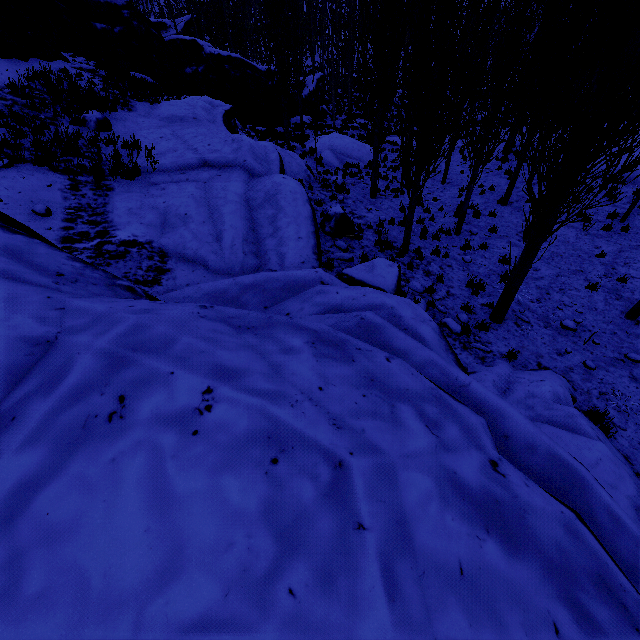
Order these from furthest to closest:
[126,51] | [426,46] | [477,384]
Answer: [126,51] → [426,46] → [477,384]

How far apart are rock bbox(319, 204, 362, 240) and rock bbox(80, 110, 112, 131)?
7.4m

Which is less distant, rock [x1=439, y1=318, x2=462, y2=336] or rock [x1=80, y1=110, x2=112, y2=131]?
rock [x1=439, y1=318, x2=462, y2=336]

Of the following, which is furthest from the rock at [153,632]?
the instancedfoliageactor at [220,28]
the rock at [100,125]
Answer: the rock at [100,125]

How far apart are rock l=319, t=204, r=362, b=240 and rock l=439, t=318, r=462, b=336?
4.6m

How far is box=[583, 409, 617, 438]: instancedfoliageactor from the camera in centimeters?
554cm

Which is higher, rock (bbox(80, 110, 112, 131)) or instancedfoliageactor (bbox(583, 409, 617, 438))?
rock (bbox(80, 110, 112, 131))
